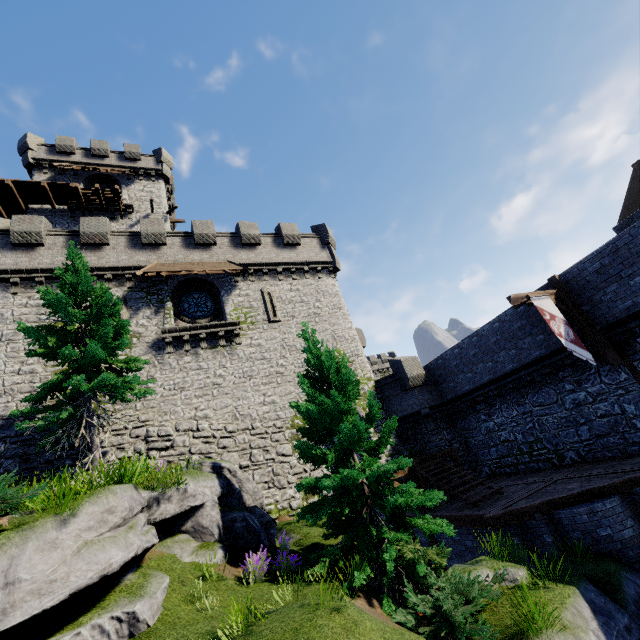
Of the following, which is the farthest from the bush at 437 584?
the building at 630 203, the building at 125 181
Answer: the building at 630 203

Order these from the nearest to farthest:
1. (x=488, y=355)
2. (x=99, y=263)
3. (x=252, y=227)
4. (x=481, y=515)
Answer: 1. (x=481, y=515)
2. (x=488, y=355)
3. (x=99, y=263)
4. (x=252, y=227)

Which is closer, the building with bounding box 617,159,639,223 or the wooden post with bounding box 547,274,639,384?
the wooden post with bounding box 547,274,639,384

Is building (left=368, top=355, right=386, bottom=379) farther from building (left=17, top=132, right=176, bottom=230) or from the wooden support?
the wooden support

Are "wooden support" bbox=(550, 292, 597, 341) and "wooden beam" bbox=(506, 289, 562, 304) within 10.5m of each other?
yes

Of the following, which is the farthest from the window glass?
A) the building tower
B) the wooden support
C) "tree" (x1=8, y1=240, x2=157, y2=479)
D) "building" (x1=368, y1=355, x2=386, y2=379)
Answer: "building" (x1=368, y1=355, x2=386, y2=379)

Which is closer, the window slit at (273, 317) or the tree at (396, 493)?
the tree at (396, 493)

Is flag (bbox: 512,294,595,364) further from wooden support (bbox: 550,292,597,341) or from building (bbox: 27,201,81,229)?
building (bbox: 27,201,81,229)
